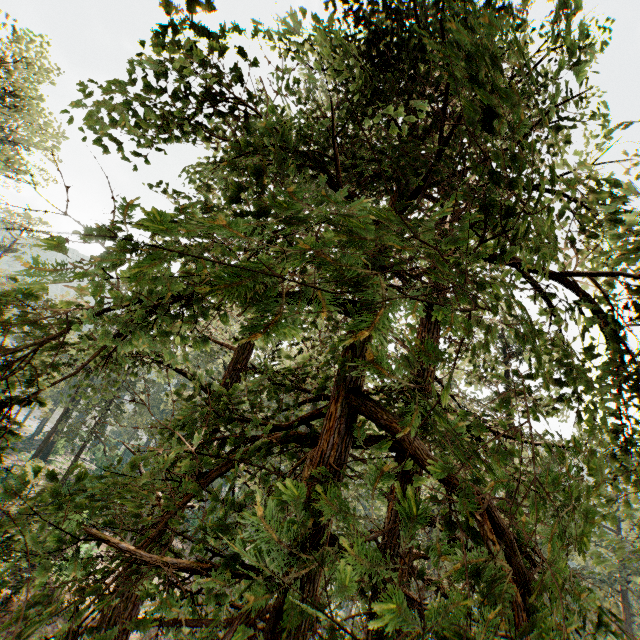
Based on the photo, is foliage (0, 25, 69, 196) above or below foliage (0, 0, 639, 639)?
A: above

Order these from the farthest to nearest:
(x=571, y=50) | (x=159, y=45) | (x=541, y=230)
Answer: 1. (x=571, y=50)
2. (x=159, y=45)
3. (x=541, y=230)

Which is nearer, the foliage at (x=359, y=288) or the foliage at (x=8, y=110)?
the foliage at (x=359, y=288)

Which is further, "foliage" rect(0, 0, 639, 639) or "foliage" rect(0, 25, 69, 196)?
"foliage" rect(0, 25, 69, 196)

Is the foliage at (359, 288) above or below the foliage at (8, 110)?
below
